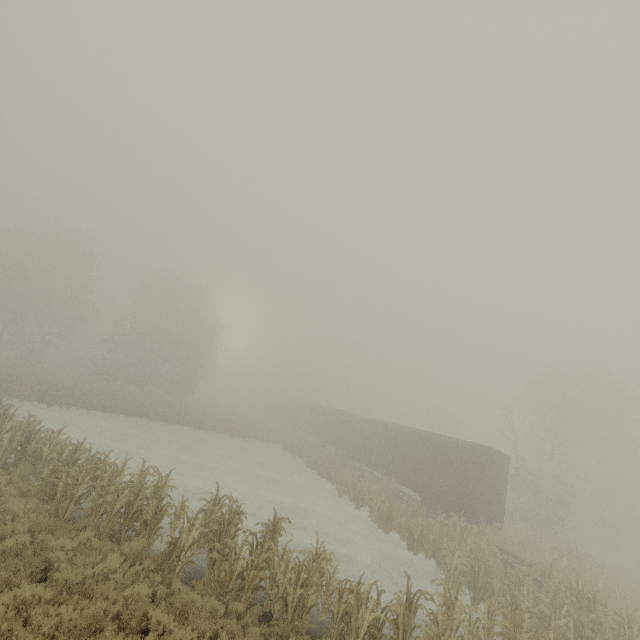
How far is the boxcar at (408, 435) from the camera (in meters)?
17.91

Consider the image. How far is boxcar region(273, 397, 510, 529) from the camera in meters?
17.9

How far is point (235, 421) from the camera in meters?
45.1 m
